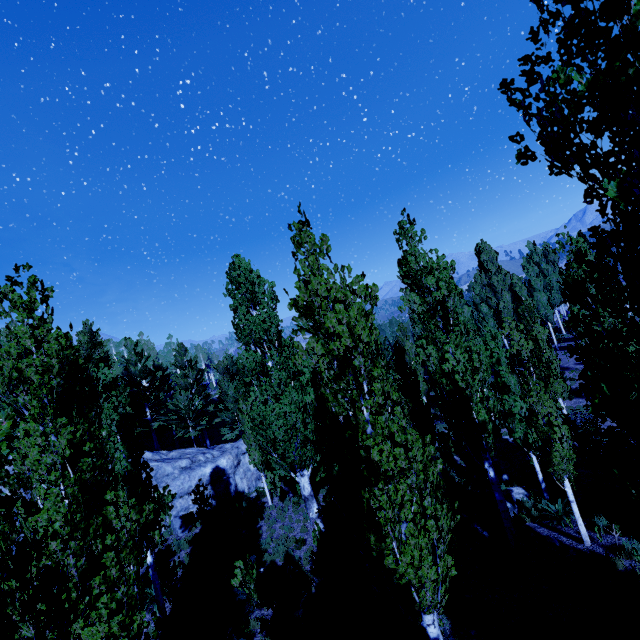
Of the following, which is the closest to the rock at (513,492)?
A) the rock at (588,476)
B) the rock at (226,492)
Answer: the rock at (588,476)

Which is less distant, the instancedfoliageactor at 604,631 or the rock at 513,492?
the instancedfoliageactor at 604,631

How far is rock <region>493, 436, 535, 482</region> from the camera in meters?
17.3

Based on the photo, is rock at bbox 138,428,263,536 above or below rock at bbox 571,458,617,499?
above

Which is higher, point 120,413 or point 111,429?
point 120,413

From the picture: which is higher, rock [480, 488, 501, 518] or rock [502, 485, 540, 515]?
rock [480, 488, 501, 518]

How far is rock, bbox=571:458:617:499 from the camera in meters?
13.6 m

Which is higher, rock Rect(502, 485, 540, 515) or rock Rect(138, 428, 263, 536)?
rock Rect(138, 428, 263, 536)
